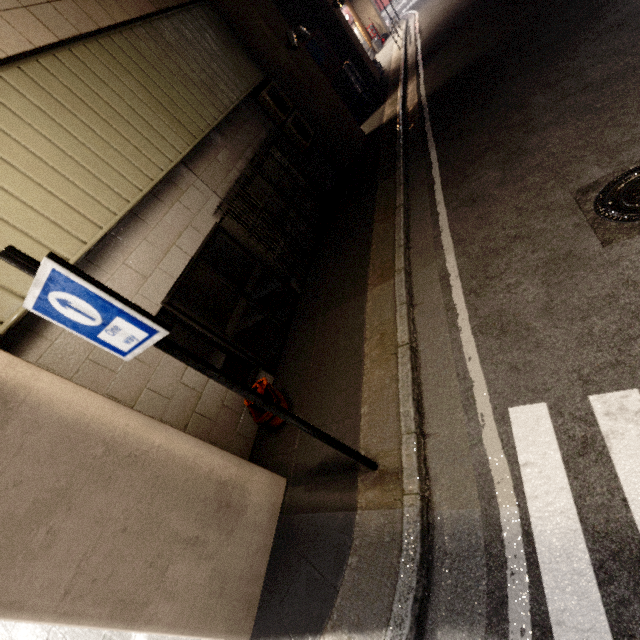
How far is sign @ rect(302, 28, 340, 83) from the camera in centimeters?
1059cm

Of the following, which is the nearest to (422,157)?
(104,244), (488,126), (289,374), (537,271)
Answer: (488,126)

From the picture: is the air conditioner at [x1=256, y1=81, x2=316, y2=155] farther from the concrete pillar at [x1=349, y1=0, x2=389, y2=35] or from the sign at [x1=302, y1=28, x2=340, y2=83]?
the sign at [x1=302, y1=28, x2=340, y2=83]

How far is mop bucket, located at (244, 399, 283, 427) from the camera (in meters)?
4.09

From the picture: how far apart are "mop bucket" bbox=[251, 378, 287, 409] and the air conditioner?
6.3 meters

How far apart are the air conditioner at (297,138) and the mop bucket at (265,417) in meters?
6.3
